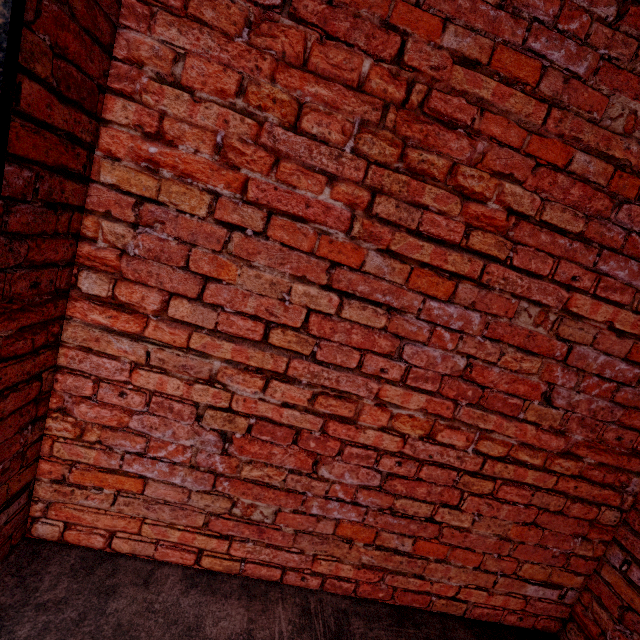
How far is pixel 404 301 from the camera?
1.4 meters
